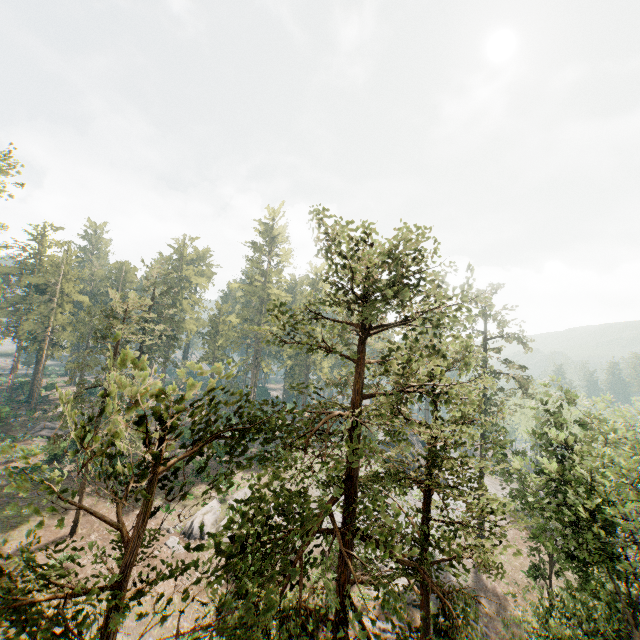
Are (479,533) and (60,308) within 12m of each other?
no
